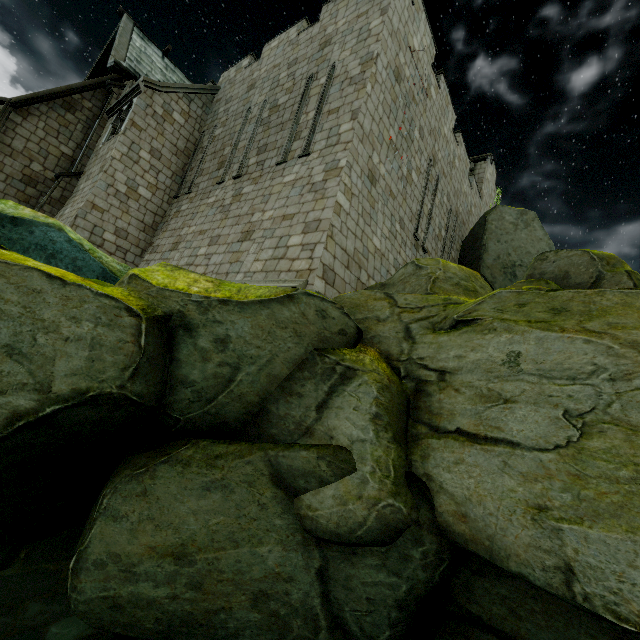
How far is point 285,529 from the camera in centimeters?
315cm

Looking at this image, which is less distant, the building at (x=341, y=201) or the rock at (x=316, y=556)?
the rock at (x=316, y=556)

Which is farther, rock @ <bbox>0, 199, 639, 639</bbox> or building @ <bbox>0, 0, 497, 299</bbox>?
building @ <bbox>0, 0, 497, 299</bbox>

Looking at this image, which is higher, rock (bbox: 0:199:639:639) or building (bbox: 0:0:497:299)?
building (bbox: 0:0:497:299)

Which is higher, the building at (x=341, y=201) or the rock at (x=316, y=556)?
the building at (x=341, y=201)
